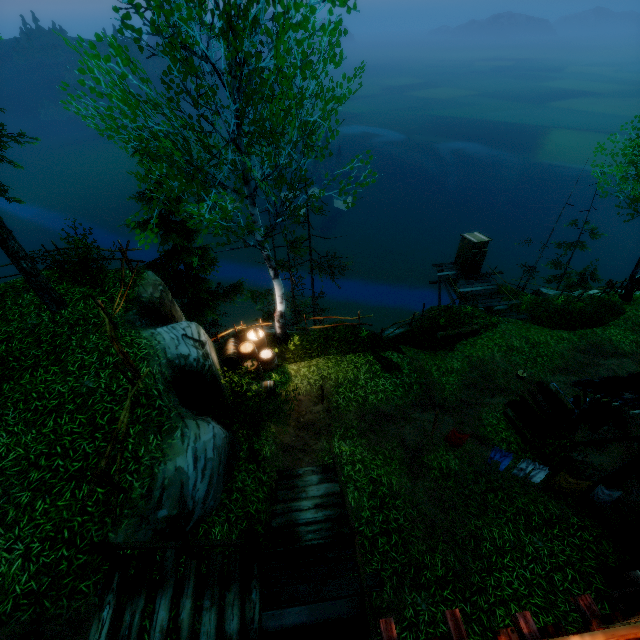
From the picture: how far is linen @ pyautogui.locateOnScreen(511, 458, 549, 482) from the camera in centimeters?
850cm

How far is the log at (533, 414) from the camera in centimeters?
1129cm

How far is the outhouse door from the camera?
19.7m

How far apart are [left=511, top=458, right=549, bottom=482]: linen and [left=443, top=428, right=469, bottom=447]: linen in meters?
1.4 m

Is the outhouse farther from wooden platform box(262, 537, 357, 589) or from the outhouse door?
wooden platform box(262, 537, 357, 589)

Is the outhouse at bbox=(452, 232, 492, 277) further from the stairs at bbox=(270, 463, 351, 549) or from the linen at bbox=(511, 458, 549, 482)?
the stairs at bbox=(270, 463, 351, 549)

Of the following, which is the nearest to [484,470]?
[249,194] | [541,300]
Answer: [249,194]

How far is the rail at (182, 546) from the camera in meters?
5.0 m
